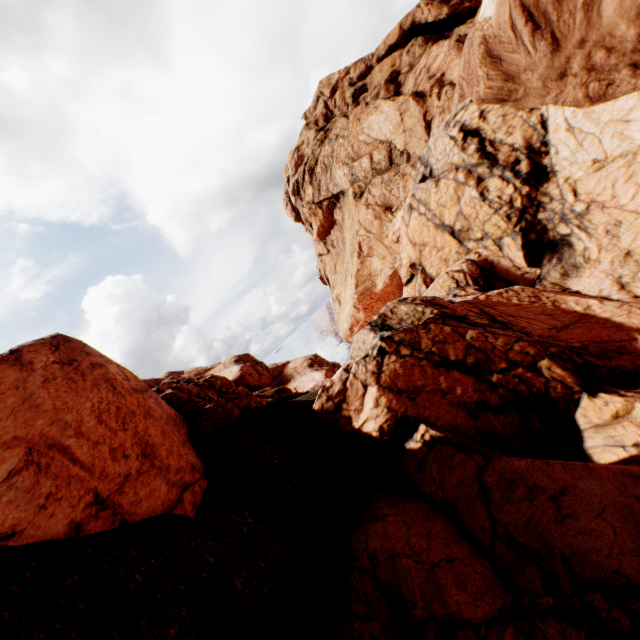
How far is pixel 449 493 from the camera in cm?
629
